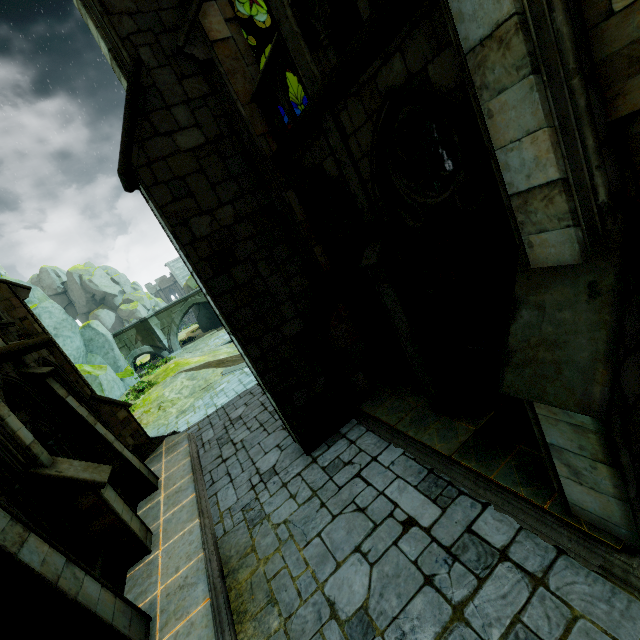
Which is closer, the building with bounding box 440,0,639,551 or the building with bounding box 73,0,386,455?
the building with bounding box 440,0,639,551

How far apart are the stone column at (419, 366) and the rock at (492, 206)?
2.6 meters

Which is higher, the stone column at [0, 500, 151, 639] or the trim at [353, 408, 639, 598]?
the stone column at [0, 500, 151, 639]

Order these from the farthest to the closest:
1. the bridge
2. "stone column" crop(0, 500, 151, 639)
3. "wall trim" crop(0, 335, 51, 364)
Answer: the bridge < "wall trim" crop(0, 335, 51, 364) < "stone column" crop(0, 500, 151, 639)

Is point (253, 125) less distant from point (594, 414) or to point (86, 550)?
point (594, 414)

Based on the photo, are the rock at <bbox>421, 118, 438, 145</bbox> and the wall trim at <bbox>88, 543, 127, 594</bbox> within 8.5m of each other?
no

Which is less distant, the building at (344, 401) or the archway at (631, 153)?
the archway at (631, 153)

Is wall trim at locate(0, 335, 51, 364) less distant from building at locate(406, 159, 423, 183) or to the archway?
building at locate(406, 159, 423, 183)
